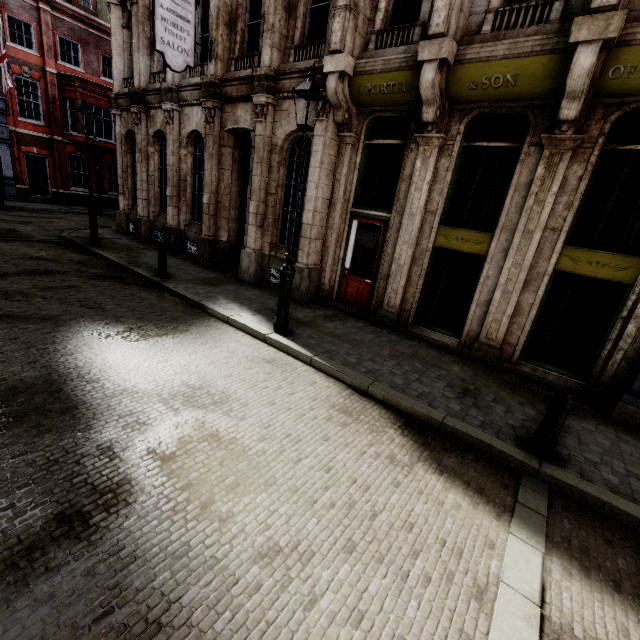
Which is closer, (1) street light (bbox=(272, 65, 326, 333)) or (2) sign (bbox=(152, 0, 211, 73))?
(1) street light (bbox=(272, 65, 326, 333))

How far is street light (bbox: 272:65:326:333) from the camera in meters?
5.5

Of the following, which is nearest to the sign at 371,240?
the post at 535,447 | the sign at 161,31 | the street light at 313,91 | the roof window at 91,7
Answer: the street light at 313,91

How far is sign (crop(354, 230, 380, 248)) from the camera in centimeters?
877cm

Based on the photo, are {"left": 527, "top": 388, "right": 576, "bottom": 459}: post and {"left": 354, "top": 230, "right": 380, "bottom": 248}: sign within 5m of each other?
no

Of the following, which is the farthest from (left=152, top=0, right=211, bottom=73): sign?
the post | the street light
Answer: the post

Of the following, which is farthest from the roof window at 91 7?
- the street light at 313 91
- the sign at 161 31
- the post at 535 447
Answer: the post at 535 447

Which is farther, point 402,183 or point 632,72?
point 402,183
